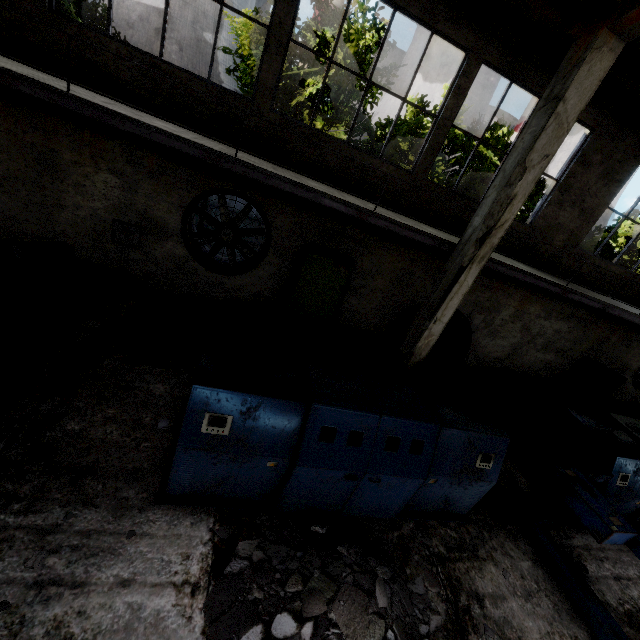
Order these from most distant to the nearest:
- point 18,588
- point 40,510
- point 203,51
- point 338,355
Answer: point 203,51, point 338,355, point 40,510, point 18,588

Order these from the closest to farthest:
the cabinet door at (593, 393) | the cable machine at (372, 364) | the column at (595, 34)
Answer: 1. the cable machine at (372, 364)
2. the column at (595, 34)
3. the cabinet door at (593, 393)

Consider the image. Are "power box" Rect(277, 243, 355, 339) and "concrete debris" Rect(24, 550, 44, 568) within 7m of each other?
yes

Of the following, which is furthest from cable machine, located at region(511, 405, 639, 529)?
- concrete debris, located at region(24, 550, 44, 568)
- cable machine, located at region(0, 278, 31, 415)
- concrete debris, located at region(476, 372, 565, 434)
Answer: cable machine, located at region(0, 278, 31, 415)

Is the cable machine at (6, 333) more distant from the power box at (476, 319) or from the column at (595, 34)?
the power box at (476, 319)

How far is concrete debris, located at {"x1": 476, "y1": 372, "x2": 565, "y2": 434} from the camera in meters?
9.8 m

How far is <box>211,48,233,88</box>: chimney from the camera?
57.1 meters

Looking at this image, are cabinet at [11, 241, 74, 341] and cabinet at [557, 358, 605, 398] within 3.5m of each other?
no
